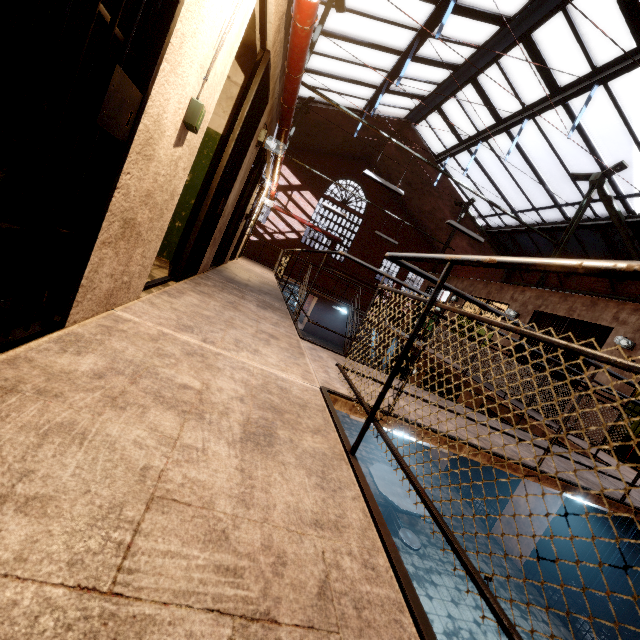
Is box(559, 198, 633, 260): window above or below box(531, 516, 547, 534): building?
above

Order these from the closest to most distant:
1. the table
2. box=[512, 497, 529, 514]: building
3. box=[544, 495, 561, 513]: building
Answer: the table < box=[544, 495, 561, 513]: building < box=[512, 497, 529, 514]: building

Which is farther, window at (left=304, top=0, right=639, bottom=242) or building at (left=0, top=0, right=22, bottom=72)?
window at (left=304, top=0, right=639, bottom=242)

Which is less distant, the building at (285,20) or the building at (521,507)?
the building at (285,20)

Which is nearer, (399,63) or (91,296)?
(91,296)

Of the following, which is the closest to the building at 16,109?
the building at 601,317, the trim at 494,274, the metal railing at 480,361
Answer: the metal railing at 480,361

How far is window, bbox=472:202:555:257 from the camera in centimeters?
1301cm

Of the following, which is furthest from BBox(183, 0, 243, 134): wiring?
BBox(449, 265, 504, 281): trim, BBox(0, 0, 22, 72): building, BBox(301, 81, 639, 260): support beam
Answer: BBox(449, 265, 504, 281): trim
